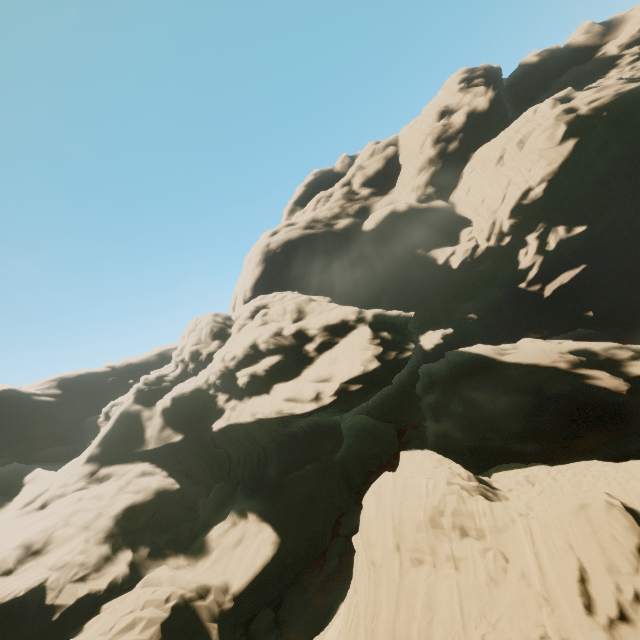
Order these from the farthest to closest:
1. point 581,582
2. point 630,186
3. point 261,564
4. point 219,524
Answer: point 630,186, point 219,524, point 261,564, point 581,582
